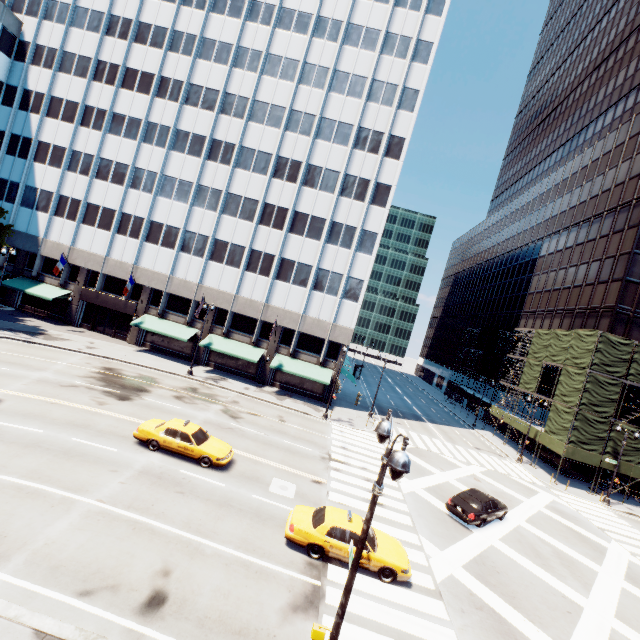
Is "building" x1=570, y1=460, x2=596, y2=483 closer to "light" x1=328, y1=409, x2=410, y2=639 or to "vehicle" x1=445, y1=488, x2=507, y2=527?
"vehicle" x1=445, y1=488, x2=507, y2=527

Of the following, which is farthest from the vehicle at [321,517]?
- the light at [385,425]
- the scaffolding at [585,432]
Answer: the scaffolding at [585,432]

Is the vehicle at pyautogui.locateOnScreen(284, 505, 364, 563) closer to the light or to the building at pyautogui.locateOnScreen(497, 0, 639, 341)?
the light

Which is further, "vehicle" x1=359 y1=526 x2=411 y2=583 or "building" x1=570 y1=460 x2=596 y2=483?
"building" x1=570 y1=460 x2=596 y2=483

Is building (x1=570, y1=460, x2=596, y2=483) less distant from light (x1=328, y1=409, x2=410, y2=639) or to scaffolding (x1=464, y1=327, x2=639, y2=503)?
scaffolding (x1=464, y1=327, x2=639, y2=503)

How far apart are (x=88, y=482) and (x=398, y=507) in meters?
15.7 m

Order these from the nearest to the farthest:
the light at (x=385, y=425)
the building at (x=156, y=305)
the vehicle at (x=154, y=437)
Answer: the light at (x=385, y=425) < the vehicle at (x=154, y=437) < the building at (x=156, y=305)

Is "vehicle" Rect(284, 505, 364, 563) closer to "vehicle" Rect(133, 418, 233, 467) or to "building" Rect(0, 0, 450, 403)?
"vehicle" Rect(133, 418, 233, 467)
